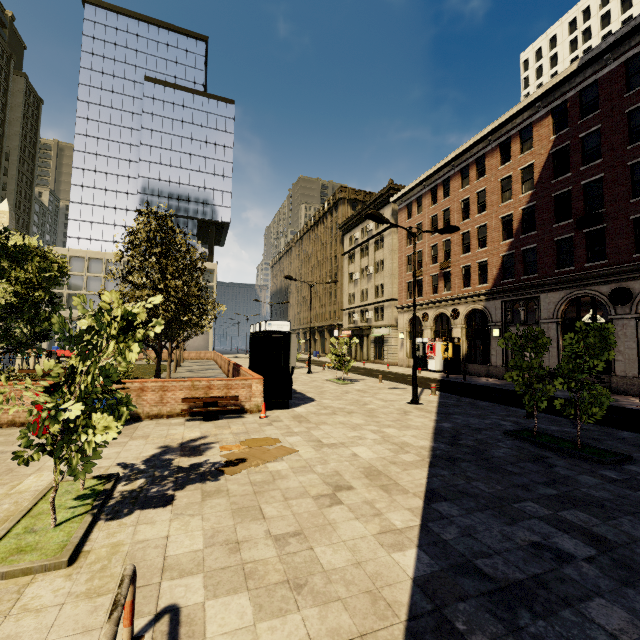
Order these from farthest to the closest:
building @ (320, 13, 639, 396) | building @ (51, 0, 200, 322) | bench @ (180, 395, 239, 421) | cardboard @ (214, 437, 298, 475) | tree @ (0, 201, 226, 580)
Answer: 1. building @ (51, 0, 200, 322)
2. building @ (320, 13, 639, 396)
3. bench @ (180, 395, 239, 421)
4. cardboard @ (214, 437, 298, 475)
5. tree @ (0, 201, 226, 580)

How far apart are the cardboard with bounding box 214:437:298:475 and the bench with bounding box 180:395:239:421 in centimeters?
232cm

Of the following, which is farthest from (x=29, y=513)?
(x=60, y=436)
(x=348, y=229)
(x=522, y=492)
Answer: (x=348, y=229)

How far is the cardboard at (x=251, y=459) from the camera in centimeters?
634cm

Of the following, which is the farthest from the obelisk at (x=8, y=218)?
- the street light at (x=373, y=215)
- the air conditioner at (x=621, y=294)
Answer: the air conditioner at (x=621, y=294)

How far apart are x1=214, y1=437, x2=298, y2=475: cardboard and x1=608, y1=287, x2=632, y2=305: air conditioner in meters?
19.8

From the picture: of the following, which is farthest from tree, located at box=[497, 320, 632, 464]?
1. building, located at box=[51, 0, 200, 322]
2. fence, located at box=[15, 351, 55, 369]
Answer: building, located at box=[51, 0, 200, 322]

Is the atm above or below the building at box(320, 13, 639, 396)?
below
